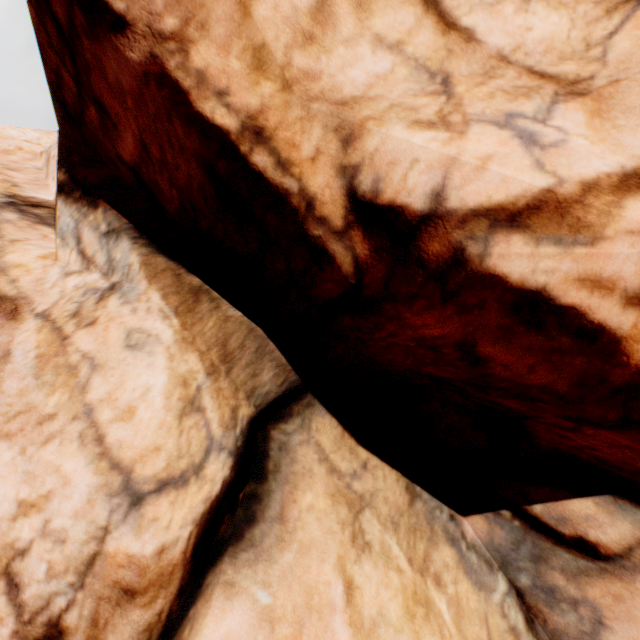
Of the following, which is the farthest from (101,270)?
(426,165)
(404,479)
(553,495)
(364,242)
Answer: (553,495)
